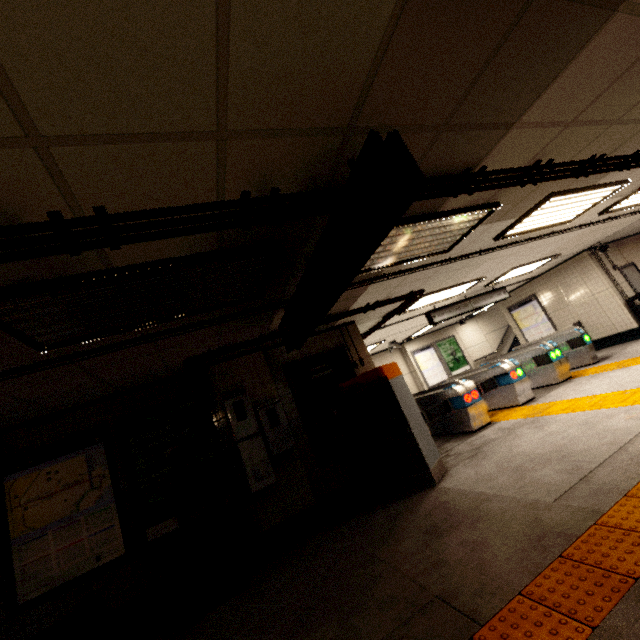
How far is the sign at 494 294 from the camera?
8.5m

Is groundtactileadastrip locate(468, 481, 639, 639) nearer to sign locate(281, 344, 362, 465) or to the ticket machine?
the ticket machine

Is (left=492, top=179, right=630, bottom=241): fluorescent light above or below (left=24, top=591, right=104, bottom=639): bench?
above

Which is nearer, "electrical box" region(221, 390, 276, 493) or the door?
"electrical box" region(221, 390, 276, 493)

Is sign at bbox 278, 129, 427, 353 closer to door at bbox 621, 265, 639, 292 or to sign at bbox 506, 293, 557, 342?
sign at bbox 506, 293, 557, 342

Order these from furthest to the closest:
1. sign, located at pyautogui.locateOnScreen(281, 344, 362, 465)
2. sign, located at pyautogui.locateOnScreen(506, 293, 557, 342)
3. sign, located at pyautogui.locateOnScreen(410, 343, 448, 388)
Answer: sign, located at pyautogui.locateOnScreen(410, 343, 448, 388) → sign, located at pyautogui.locateOnScreen(506, 293, 557, 342) → sign, located at pyautogui.locateOnScreen(281, 344, 362, 465)

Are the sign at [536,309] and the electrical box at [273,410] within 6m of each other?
no

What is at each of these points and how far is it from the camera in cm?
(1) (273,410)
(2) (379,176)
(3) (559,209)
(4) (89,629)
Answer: (1) electrical box, 511
(2) sign, 179
(3) fluorescent light, 484
(4) building, 395
